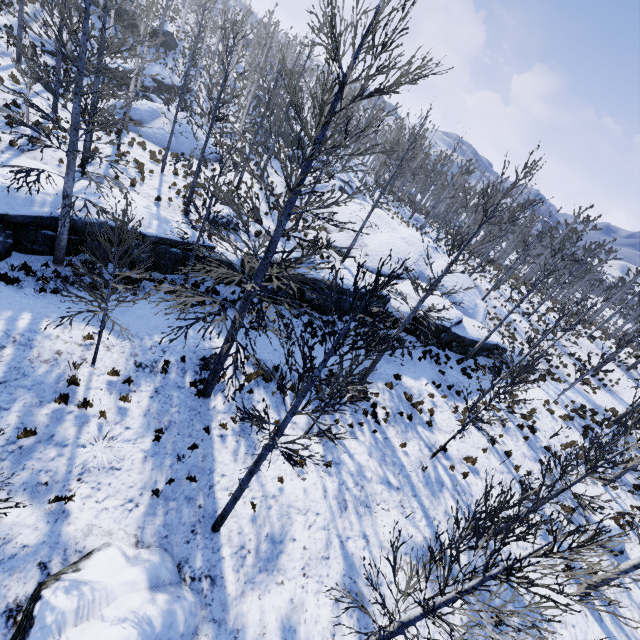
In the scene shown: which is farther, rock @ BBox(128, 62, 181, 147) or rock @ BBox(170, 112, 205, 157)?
rock @ BBox(170, 112, 205, 157)

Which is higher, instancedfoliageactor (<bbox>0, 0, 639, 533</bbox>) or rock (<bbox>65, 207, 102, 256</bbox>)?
instancedfoliageactor (<bbox>0, 0, 639, 533</bbox>)

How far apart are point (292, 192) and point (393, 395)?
11.1 meters

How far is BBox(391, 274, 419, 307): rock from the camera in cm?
1962

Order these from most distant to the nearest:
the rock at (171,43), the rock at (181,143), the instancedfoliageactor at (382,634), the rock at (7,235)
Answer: the rock at (171,43) < the rock at (181,143) < the rock at (7,235) < the instancedfoliageactor at (382,634)

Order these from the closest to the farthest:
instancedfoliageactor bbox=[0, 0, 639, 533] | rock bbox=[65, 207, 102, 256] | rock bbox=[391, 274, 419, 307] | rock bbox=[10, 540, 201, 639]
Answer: rock bbox=[10, 540, 201, 639] → instancedfoliageactor bbox=[0, 0, 639, 533] → rock bbox=[65, 207, 102, 256] → rock bbox=[391, 274, 419, 307]

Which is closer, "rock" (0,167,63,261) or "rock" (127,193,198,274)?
"rock" (0,167,63,261)

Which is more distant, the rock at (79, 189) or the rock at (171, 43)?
Result: the rock at (171, 43)
